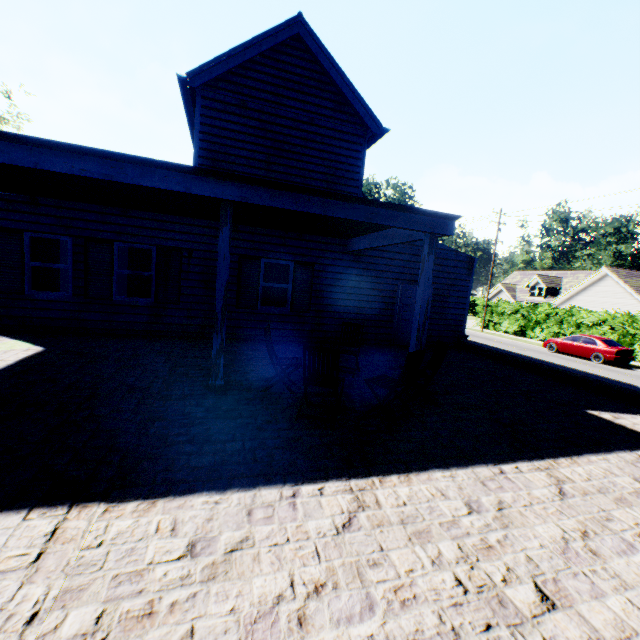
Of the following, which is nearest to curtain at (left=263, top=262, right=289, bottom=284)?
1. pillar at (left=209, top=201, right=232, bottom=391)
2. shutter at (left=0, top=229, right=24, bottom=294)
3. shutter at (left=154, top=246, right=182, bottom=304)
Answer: shutter at (left=154, top=246, right=182, bottom=304)

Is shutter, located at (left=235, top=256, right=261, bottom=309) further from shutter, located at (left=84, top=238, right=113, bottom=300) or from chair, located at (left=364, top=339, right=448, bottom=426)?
chair, located at (left=364, top=339, right=448, bottom=426)

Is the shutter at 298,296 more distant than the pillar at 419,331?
Yes

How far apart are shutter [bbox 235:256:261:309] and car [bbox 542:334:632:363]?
22.24m

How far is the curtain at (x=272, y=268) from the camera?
10.4 meters

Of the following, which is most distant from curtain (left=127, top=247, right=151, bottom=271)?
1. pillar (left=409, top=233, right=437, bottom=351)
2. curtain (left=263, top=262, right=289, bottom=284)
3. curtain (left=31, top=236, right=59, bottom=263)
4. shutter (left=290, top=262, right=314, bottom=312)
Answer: pillar (left=409, top=233, right=437, bottom=351)

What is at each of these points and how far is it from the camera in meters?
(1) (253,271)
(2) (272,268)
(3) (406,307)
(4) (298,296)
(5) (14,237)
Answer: (1) shutter, 10.0
(2) curtain, 10.5
(3) door, 11.6
(4) shutter, 10.5
(5) shutter, 8.1

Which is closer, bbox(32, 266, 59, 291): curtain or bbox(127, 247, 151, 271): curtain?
bbox(32, 266, 59, 291): curtain
